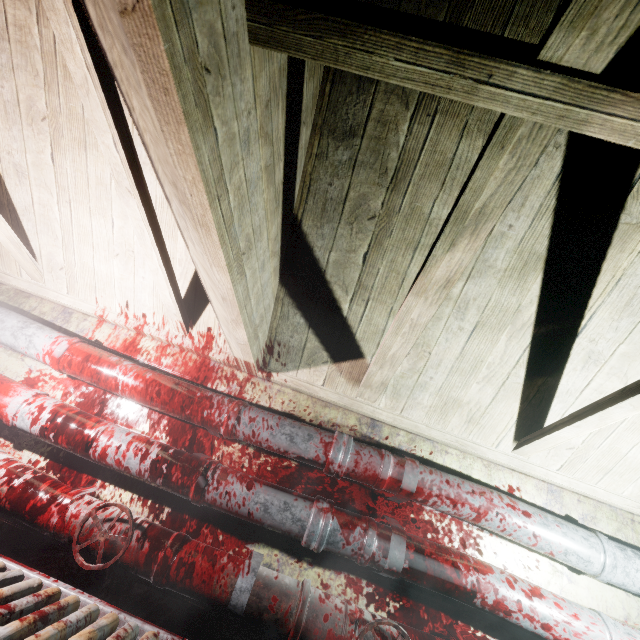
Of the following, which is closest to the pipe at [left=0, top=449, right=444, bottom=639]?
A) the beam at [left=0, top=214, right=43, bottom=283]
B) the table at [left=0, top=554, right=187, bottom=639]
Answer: the table at [left=0, top=554, right=187, bottom=639]

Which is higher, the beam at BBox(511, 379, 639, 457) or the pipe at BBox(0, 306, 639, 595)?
the beam at BBox(511, 379, 639, 457)

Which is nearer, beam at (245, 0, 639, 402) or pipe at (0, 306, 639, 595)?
beam at (245, 0, 639, 402)

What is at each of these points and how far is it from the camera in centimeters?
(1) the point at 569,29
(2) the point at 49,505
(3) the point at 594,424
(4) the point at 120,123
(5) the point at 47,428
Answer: (1) beam, 57cm
(2) pipe, 145cm
(3) beam, 142cm
(4) beam, 107cm
(5) pipe, 161cm

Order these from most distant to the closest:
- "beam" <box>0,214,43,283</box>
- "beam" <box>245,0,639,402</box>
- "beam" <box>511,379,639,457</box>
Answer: "beam" <box>0,214,43,283</box>
"beam" <box>511,379,639,457</box>
"beam" <box>245,0,639,402</box>

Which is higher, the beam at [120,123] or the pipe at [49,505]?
the beam at [120,123]

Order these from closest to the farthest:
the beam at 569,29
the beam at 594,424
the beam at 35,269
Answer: the beam at 569,29 < the beam at 594,424 < the beam at 35,269

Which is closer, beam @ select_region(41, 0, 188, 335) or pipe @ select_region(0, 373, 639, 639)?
beam @ select_region(41, 0, 188, 335)
